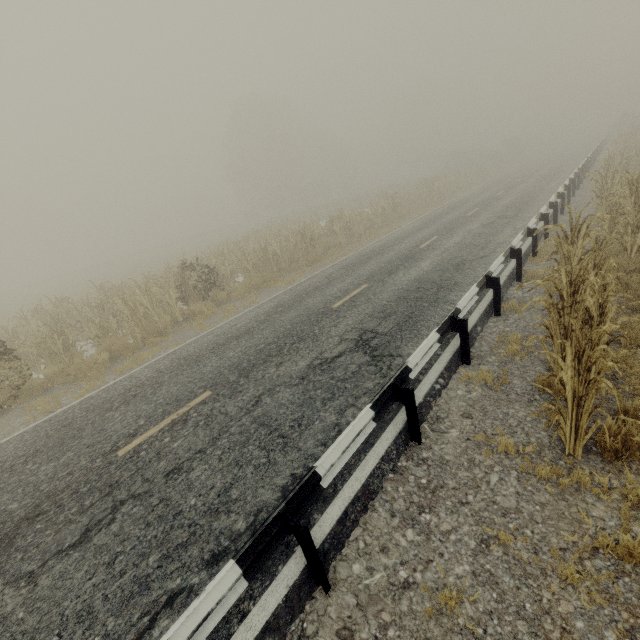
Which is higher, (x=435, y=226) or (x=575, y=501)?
(x=435, y=226)

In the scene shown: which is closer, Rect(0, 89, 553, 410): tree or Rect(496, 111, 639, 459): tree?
Rect(496, 111, 639, 459): tree

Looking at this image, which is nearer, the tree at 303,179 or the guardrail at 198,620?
the guardrail at 198,620

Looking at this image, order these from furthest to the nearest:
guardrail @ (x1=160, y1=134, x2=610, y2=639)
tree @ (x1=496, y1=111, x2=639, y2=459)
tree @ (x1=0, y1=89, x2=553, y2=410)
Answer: tree @ (x1=0, y1=89, x2=553, y2=410) < tree @ (x1=496, y1=111, x2=639, y2=459) < guardrail @ (x1=160, y1=134, x2=610, y2=639)

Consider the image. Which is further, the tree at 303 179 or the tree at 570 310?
the tree at 303 179

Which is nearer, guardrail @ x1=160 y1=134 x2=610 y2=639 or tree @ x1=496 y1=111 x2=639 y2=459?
guardrail @ x1=160 y1=134 x2=610 y2=639
